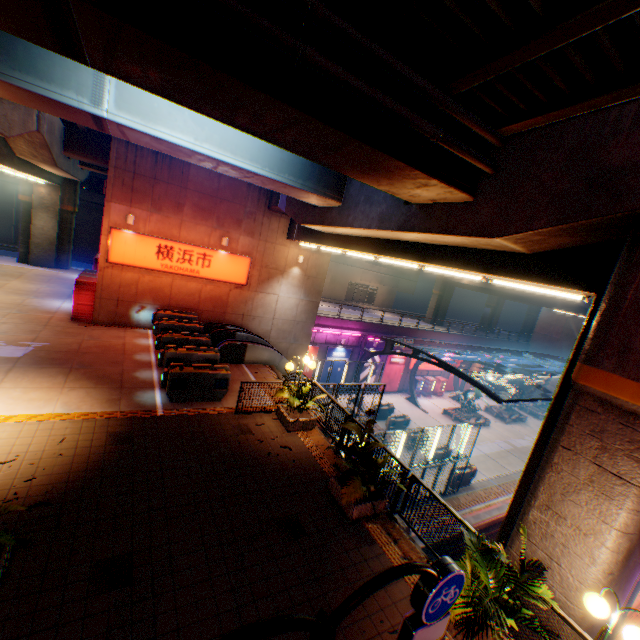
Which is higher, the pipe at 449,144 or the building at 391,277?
the pipe at 449,144

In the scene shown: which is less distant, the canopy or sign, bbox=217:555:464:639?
sign, bbox=217:555:464:639

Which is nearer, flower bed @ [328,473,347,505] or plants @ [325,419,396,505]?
plants @ [325,419,396,505]

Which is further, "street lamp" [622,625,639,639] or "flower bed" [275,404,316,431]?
"flower bed" [275,404,316,431]

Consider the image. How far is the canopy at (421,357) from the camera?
20.2 meters

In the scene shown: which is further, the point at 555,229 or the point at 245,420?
the point at 245,420

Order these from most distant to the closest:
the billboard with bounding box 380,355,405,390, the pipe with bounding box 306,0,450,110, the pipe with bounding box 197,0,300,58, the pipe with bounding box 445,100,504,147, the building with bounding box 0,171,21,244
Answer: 1. the billboard with bounding box 380,355,405,390
2. the building with bounding box 0,171,21,244
3. the pipe with bounding box 445,100,504,147
4. the pipe with bounding box 306,0,450,110
5. the pipe with bounding box 197,0,300,58

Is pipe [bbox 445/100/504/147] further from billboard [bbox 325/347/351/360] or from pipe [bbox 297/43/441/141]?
billboard [bbox 325/347/351/360]
